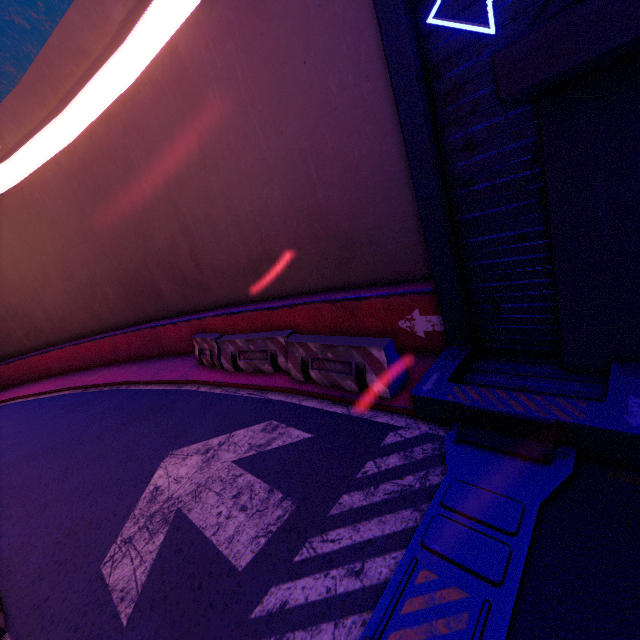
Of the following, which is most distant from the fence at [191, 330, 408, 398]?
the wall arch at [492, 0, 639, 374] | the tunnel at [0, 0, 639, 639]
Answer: the wall arch at [492, 0, 639, 374]

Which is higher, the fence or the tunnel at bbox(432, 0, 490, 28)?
the tunnel at bbox(432, 0, 490, 28)

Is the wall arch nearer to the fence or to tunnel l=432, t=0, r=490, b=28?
tunnel l=432, t=0, r=490, b=28

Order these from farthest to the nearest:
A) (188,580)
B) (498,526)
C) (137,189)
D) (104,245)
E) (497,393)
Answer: (104,245), (137,189), (497,393), (188,580), (498,526)

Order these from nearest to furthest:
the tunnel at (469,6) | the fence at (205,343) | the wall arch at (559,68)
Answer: the wall arch at (559,68) → the tunnel at (469,6) → the fence at (205,343)

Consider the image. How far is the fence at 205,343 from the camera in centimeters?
518cm

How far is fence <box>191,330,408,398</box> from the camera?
5.2m

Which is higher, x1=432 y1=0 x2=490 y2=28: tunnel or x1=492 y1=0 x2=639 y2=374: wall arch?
x1=432 y1=0 x2=490 y2=28: tunnel
